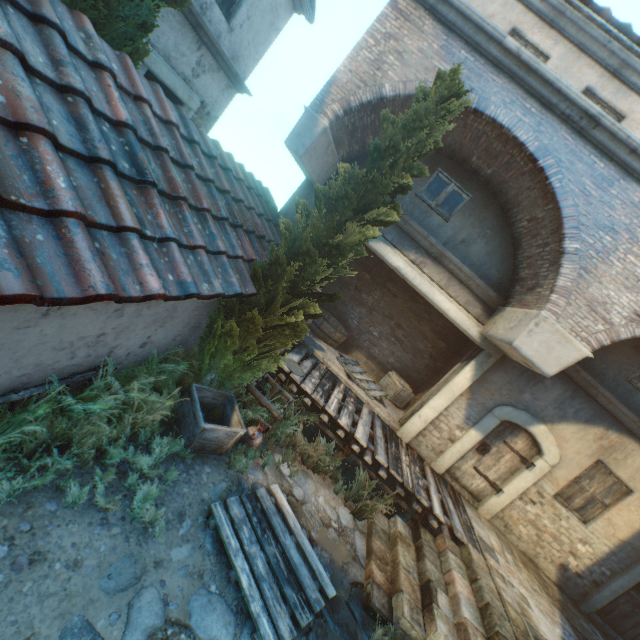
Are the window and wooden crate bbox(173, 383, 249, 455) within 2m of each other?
no

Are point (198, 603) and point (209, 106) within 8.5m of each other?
no

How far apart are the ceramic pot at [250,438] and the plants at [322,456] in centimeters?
16cm

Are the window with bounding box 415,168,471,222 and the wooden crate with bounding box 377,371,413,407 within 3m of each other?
no

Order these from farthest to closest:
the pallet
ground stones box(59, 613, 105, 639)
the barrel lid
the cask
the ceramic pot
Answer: the cask < the barrel lid < the ceramic pot < the pallet < ground stones box(59, 613, 105, 639)

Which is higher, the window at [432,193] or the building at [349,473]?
the window at [432,193]

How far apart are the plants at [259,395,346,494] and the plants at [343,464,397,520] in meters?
0.3

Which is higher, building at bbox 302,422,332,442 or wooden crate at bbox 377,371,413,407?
wooden crate at bbox 377,371,413,407
